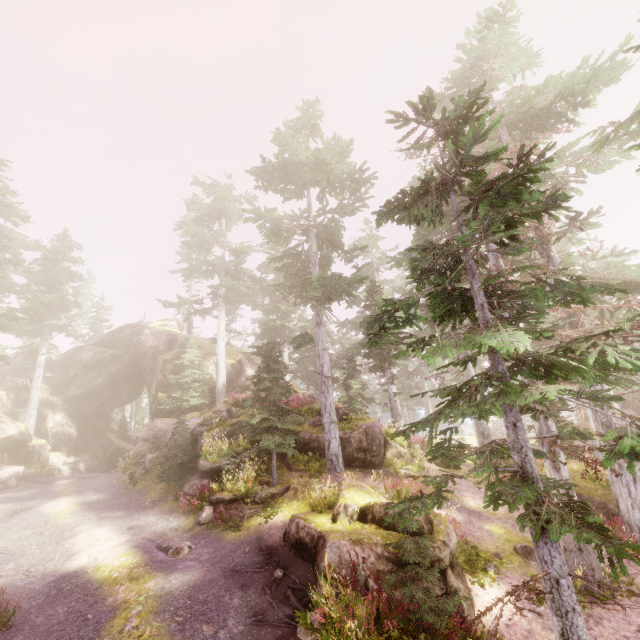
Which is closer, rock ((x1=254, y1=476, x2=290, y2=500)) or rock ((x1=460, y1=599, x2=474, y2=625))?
rock ((x1=460, y1=599, x2=474, y2=625))

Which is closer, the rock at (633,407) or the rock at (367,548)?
the rock at (367,548)

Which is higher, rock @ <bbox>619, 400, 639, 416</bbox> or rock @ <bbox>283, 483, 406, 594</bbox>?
rock @ <bbox>619, 400, 639, 416</bbox>

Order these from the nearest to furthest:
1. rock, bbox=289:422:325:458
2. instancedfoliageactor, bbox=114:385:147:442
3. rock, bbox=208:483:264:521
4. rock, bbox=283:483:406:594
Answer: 1. rock, bbox=283:483:406:594
2. rock, bbox=208:483:264:521
3. rock, bbox=289:422:325:458
4. instancedfoliageactor, bbox=114:385:147:442

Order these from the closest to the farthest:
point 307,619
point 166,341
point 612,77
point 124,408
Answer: point 307,619
point 612,77
point 166,341
point 124,408

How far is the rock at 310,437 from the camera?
15.8m

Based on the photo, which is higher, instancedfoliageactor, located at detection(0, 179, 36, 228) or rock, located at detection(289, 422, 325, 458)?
instancedfoliageactor, located at detection(0, 179, 36, 228)

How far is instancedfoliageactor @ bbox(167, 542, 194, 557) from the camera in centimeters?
1072cm
